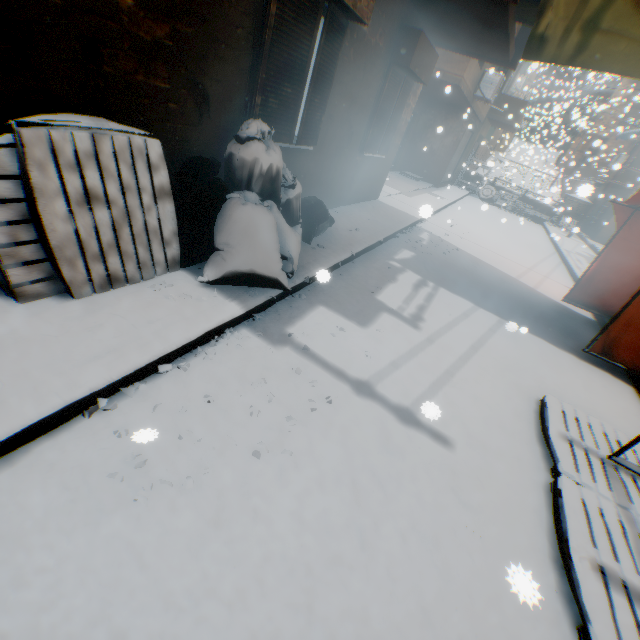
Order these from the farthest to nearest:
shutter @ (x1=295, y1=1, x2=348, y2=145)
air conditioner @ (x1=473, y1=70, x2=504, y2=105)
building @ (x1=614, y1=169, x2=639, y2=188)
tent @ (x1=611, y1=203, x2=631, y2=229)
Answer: building @ (x1=614, y1=169, x2=639, y2=188) < air conditioner @ (x1=473, y1=70, x2=504, y2=105) < tent @ (x1=611, y1=203, x2=631, y2=229) < shutter @ (x1=295, y1=1, x2=348, y2=145)

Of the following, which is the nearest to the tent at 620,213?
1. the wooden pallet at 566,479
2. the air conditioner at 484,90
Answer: the wooden pallet at 566,479

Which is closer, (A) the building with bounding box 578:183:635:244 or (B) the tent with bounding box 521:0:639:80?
(B) the tent with bounding box 521:0:639:80

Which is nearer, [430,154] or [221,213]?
[221,213]

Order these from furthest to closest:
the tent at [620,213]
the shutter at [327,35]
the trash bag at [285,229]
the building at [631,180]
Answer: the building at [631,180], the tent at [620,213], the shutter at [327,35], the trash bag at [285,229]

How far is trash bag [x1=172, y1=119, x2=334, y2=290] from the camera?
3.2 meters

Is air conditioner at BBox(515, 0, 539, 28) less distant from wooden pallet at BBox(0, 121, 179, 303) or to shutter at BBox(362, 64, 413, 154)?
shutter at BBox(362, 64, 413, 154)

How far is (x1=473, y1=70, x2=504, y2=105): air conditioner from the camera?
11.7m
